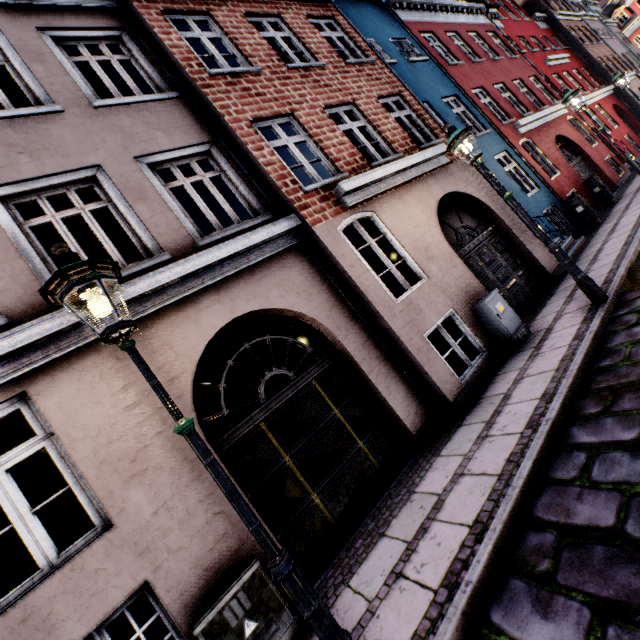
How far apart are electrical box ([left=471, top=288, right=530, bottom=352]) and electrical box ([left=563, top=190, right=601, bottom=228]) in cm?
A: 719

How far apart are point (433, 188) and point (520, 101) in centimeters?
1001cm

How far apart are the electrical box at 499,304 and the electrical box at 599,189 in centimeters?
960cm

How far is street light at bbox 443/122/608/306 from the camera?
5.2 meters

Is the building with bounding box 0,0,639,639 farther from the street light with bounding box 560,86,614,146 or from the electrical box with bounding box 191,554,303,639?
the street light with bounding box 560,86,614,146

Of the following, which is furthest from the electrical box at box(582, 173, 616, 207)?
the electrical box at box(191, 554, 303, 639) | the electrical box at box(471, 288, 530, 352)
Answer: the electrical box at box(191, 554, 303, 639)

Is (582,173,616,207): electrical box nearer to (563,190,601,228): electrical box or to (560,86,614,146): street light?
(563,190,601,228): electrical box

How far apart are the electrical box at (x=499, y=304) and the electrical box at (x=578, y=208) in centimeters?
719cm
